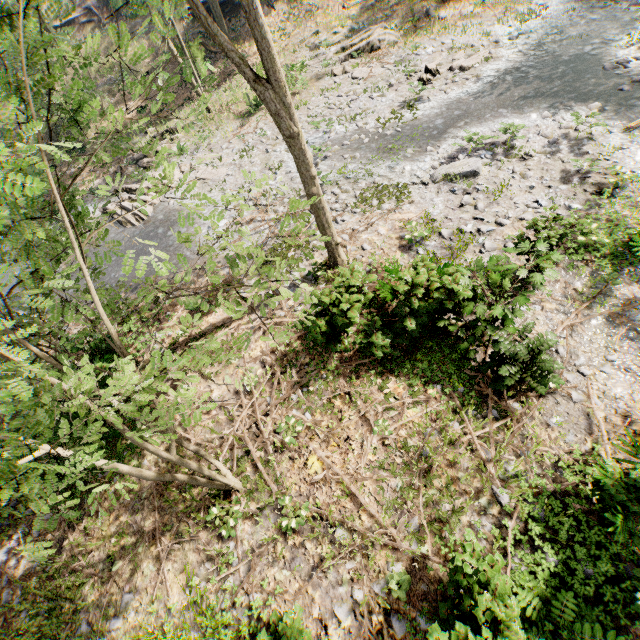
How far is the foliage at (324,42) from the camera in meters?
22.5

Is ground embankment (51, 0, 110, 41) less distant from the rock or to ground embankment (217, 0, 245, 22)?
ground embankment (217, 0, 245, 22)

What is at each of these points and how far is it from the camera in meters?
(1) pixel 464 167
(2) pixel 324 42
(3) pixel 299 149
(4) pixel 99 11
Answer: (1) rock, 11.3
(2) foliage, 21.5
(3) foliage, 7.6
(4) ground embankment, 32.7

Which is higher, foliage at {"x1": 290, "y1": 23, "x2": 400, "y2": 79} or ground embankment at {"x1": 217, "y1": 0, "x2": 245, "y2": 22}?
ground embankment at {"x1": 217, "y1": 0, "x2": 245, "y2": 22}

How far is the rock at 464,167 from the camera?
11.1m

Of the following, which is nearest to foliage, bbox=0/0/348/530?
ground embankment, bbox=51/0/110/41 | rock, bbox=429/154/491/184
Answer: ground embankment, bbox=51/0/110/41

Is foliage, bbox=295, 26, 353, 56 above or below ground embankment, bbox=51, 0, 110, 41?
below

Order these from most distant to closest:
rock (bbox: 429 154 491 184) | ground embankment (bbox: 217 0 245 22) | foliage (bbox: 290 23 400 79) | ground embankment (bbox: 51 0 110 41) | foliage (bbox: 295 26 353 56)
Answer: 1. ground embankment (bbox: 51 0 110 41)
2. ground embankment (bbox: 217 0 245 22)
3. foliage (bbox: 295 26 353 56)
4. foliage (bbox: 290 23 400 79)
5. rock (bbox: 429 154 491 184)
